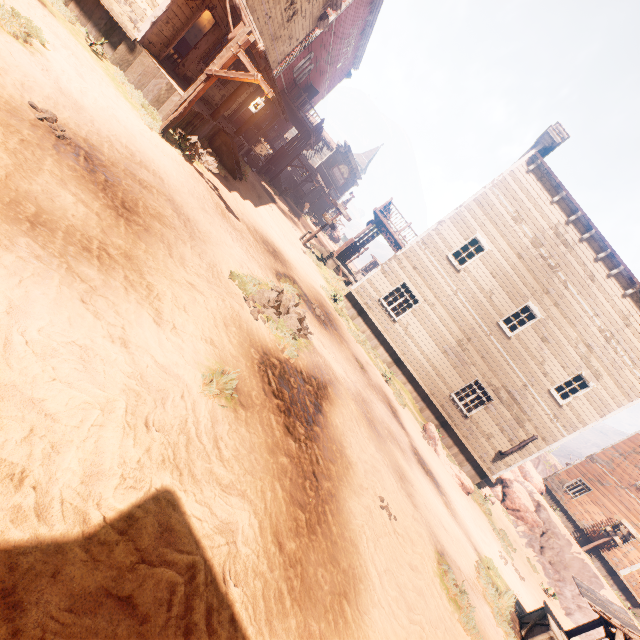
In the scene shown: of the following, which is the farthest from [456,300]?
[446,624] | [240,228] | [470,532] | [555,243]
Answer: [446,624]

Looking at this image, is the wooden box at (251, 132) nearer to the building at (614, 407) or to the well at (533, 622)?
the building at (614, 407)

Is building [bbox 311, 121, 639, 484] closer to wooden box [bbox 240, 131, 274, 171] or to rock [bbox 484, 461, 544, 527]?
wooden box [bbox 240, 131, 274, 171]

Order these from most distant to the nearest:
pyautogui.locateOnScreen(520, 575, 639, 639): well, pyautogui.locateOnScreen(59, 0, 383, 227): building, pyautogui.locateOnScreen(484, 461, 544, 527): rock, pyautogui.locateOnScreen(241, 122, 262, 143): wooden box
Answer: pyautogui.locateOnScreen(241, 122, 262, 143): wooden box, pyautogui.locateOnScreen(484, 461, 544, 527): rock, pyautogui.locateOnScreen(59, 0, 383, 227): building, pyautogui.locateOnScreen(520, 575, 639, 639): well

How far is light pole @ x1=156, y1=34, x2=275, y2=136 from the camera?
8.1 meters

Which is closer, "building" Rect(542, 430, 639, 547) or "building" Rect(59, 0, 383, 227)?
"building" Rect(59, 0, 383, 227)

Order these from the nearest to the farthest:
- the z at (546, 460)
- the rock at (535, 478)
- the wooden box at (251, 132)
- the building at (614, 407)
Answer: the building at (614, 407) < the rock at (535, 478) < the wooden box at (251, 132) < the z at (546, 460)

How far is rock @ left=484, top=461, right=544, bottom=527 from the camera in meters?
19.0
